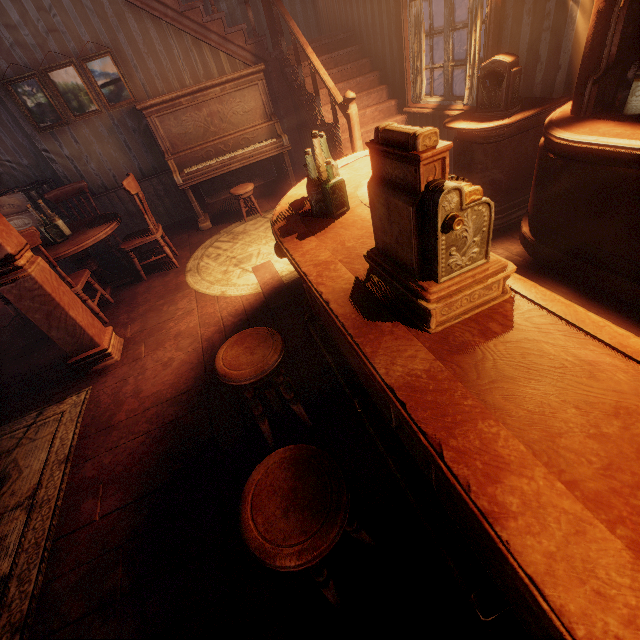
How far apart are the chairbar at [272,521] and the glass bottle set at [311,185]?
1.5 meters

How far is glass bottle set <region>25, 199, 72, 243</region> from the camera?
3.8m

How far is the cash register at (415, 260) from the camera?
1.0m

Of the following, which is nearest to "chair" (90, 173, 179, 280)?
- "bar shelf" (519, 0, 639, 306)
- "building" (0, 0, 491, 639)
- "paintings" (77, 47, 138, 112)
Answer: "building" (0, 0, 491, 639)

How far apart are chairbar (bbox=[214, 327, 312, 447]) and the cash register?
0.6m

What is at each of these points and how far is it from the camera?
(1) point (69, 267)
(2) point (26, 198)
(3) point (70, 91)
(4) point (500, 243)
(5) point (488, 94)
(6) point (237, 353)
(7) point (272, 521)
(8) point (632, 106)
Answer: (1) building, 5.6m
(2) supply box set, 5.2m
(3) paintings, 4.7m
(4) building, 3.1m
(5) radio, 2.9m
(6) chairbar, 1.8m
(7) chairbar, 1.1m
(8) glass bottle set, 2.1m

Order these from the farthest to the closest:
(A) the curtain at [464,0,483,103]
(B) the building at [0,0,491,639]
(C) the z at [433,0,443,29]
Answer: (C) the z at [433,0,443,29], (A) the curtain at [464,0,483,103], (B) the building at [0,0,491,639]

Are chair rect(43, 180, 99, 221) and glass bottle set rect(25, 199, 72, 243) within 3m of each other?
yes
